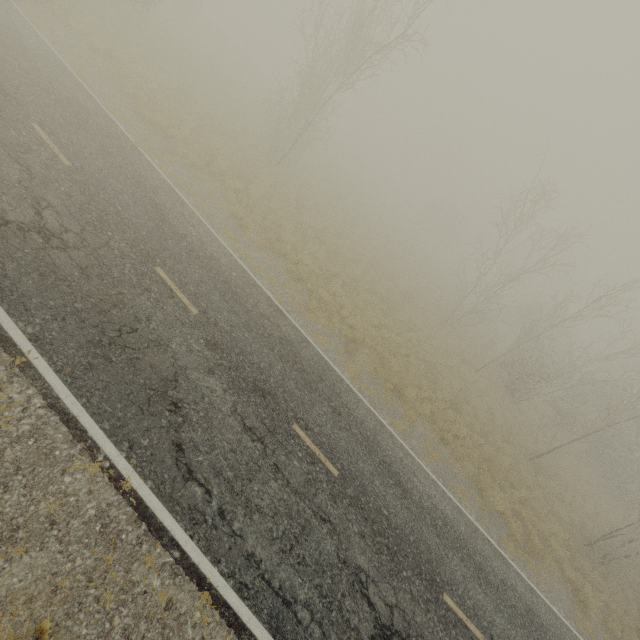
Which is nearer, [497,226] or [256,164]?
[256,164]
